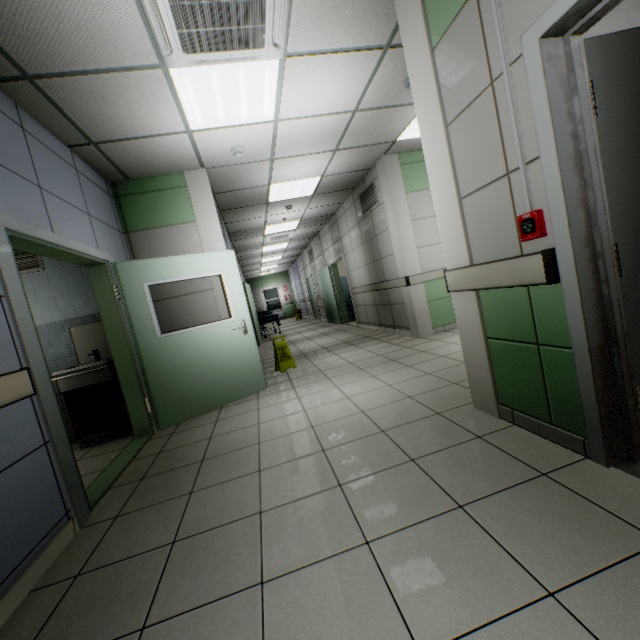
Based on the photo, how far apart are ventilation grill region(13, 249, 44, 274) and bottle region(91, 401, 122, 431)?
1.93m

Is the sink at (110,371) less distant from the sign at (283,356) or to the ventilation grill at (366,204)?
the sign at (283,356)

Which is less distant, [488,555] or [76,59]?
[488,555]

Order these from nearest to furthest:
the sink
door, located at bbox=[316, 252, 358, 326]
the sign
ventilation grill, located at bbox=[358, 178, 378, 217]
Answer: the sink < the sign < ventilation grill, located at bbox=[358, 178, 378, 217] < door, located at bbox=[316, 252, 358, 326]

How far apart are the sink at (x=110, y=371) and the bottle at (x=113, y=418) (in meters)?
0.04

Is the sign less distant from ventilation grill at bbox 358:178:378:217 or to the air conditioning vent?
ventilation grill at bbox 358:178:378:217

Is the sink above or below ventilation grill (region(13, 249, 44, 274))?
below

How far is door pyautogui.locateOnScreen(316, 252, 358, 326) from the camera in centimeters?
932cm
